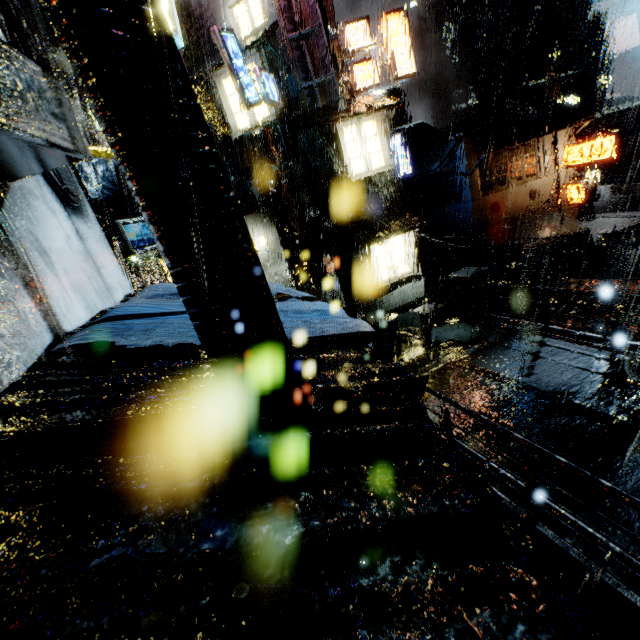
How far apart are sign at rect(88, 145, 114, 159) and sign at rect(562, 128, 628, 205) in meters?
→ 29.8 m

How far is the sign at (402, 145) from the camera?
22.2m

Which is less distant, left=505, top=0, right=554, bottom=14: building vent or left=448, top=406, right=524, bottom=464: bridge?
left=448, top=406, right=524, bottom=464: bridge

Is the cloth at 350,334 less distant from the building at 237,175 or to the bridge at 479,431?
the building at 237,175

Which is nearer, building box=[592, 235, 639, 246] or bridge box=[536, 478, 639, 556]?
bridge box=[536, 478, 639, 556]

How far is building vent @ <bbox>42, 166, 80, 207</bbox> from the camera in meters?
3.8

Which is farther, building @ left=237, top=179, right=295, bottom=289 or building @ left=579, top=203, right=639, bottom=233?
building @ left=579, top=203, right=639, bottom=233

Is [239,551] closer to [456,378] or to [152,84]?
[152,84]
